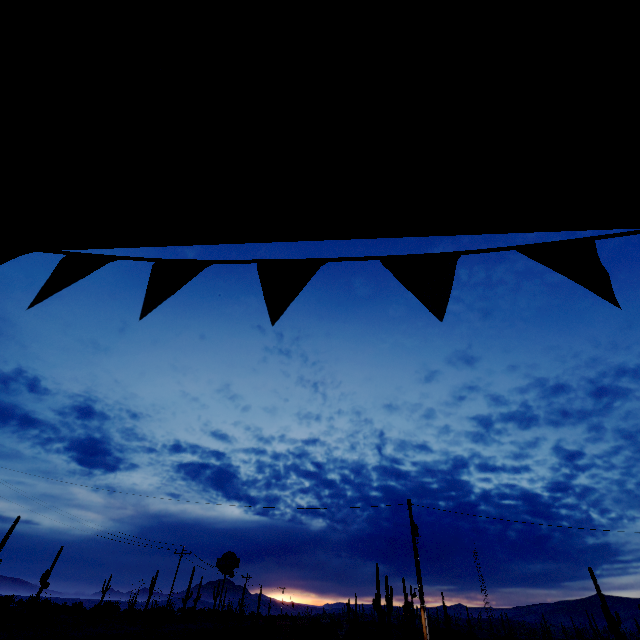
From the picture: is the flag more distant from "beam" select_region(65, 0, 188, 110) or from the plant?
the plant

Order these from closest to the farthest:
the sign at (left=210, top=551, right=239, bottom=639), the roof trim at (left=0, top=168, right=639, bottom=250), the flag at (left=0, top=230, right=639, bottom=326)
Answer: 1. the flag at (left=0, top=230, right=639, bottom=326)
2. the roof trim at (left=0, top=168, right=639, bottom=250)
3. the sign at (left=210, top=551, right=239, bottom=639)

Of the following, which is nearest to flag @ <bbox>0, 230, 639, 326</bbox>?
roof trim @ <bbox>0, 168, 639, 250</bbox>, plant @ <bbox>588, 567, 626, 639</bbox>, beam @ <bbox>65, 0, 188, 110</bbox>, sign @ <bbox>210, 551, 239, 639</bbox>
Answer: roof trim @ <bbox>0, 168, 639, 250</bbox>

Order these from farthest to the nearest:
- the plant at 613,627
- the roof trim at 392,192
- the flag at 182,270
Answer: the plant at 613,627 < the roof trim at 392,192 < the flag at 182,270

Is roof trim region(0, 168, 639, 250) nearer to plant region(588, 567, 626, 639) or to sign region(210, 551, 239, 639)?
sign region(210, 551, 239, 639)

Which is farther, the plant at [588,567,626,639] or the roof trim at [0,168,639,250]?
the plant at [588,567,626,639]

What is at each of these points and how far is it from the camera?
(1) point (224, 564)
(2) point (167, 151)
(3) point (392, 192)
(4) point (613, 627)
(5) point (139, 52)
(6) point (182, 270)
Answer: (1) sign, 20.2 meters
(2) beam, 1.7 meters
(3) roof trim, 1.7 meters
(4) plant, 44.2 meters
(5) beam, 1.4 meters
(6) flag, 1.3 meters

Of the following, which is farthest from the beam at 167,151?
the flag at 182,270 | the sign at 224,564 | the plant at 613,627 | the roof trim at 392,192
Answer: the plant at 613,627
